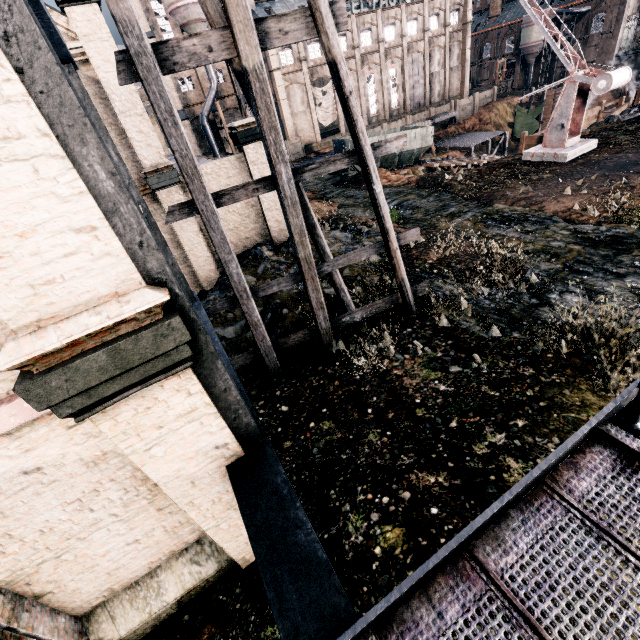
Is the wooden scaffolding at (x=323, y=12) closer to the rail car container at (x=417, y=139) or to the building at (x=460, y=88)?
the rail car container at (x=417, y=139)

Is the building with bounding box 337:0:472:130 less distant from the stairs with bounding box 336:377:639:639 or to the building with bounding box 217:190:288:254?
the building with bounding box 217:190:288:254

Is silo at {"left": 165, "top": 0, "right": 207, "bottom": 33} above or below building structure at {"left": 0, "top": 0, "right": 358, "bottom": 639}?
above

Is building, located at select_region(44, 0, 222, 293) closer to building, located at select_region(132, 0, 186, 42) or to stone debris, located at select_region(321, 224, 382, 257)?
stone debris, located at select_region(321, 224, 382, 257)

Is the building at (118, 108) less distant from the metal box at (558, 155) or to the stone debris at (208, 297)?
the stone debris at (208, 297)

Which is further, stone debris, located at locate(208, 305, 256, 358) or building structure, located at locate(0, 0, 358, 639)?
stone debris, located at locate(208, 305, 256, 358)

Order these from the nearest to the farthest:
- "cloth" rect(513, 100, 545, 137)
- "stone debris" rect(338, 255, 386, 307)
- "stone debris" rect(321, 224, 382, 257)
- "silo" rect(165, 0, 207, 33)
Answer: "stone debris" rect(338, 255, 386, 307), "stone debris" rect(321, 224, 382, 257), "silo" rect(165, 0, 207, 33), "cloth" rect(513, 100, 545, 137)

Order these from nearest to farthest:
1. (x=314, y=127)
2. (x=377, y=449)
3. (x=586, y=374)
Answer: (x=377, y=449) < (x=586, y=374) < (x=314, y=127)
